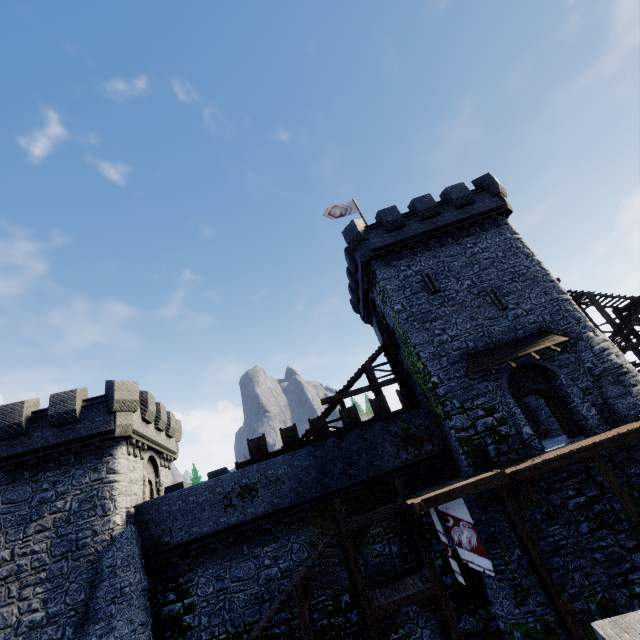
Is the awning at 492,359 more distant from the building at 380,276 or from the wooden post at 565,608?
the wooden post at 565,608

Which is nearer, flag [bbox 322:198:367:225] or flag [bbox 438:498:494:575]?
flag [bbox 438:498:494:575]

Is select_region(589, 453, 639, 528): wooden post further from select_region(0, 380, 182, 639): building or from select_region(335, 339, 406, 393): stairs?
select_region(0, 380, 182, 639): building

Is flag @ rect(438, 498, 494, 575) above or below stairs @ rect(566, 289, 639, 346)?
below

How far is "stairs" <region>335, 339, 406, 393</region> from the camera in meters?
21.9

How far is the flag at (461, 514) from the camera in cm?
1216

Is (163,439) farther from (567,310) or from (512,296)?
(567,310)

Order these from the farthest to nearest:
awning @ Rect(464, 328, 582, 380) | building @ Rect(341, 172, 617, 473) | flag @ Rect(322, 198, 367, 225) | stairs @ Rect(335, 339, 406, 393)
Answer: flag @ Rect(322, 198, 367, 225), stairs @ Rect(335, 339, 406, 393), awning @ Rect(464, 328, 582, 380), building @ Rect(341, 172, 617, 473)
